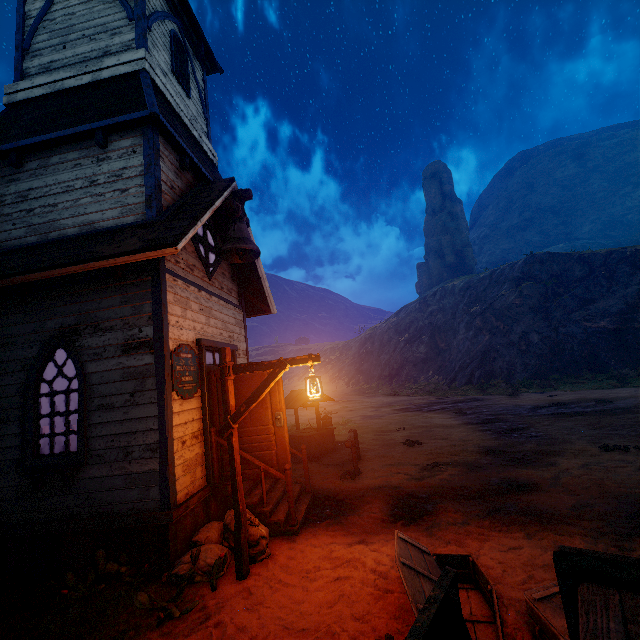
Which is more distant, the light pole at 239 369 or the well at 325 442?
the well at 325 442

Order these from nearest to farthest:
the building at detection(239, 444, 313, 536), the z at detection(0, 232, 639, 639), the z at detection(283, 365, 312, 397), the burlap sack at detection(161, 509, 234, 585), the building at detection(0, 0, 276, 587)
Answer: the z at detection(0, 232, 639, 639) → the burlap sack at detection(161, 509, 234, 585) → the building at detection(0, 0, 276, 587) → the building at detection(239, 444, 313, 536) → the z at detection(283, 365, 312, 397)

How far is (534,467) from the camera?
7.47m

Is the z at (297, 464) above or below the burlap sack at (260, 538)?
below

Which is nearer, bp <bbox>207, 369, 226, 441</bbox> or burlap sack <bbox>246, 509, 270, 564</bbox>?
burlap sack <bbox>246, 509, 270, 564</bbox>

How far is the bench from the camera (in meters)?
9.12

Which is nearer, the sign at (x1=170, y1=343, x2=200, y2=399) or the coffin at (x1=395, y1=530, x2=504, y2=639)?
the coffin at (x1=395, y1=530, x2=504, y2=639)

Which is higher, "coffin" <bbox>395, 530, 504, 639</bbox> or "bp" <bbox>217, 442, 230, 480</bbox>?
"bp" <bbox>217, 442, 230, 480</bbox>
